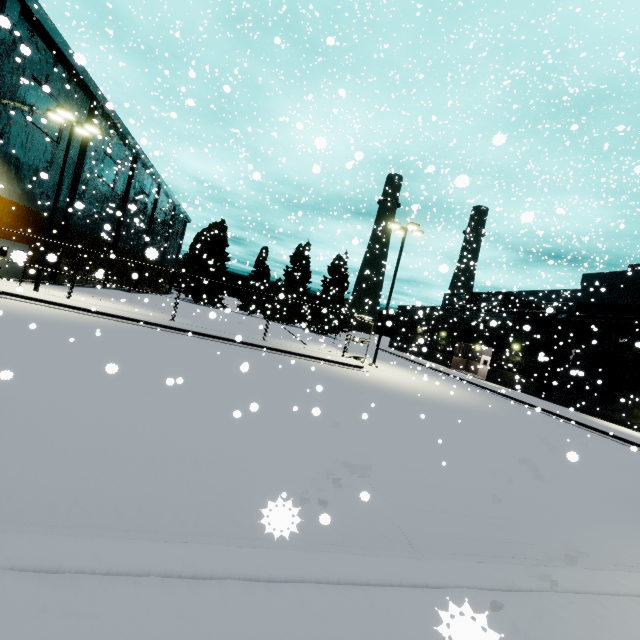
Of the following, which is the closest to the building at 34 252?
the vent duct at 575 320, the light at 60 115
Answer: the vent duct at 575 320

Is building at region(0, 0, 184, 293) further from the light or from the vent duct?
the light

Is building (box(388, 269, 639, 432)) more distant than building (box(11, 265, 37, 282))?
Yes

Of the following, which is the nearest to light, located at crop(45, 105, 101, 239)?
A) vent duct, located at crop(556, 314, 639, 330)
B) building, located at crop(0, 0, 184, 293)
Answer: building, located at crop(0, 0, 184, 293)

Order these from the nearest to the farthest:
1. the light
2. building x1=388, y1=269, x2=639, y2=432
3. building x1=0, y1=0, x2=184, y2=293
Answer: the light
building x1=0, y1=0, x2=184, y2=293
building x1=388, y1=269, x2=639, y2=432

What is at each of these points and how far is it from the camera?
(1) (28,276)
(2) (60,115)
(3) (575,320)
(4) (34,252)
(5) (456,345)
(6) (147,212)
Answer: (1) building, 23.69m
(2) light, 17.55m
(3) vent duct, 25.09m
(4) building, 23.72m
(5) building, 34.50m
(6) building, 44.09m

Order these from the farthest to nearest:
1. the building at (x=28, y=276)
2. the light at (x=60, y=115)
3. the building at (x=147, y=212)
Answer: the building at (x=147, y=212)
the light at (x=60, y=115)
the building at (x=28, y=276)
